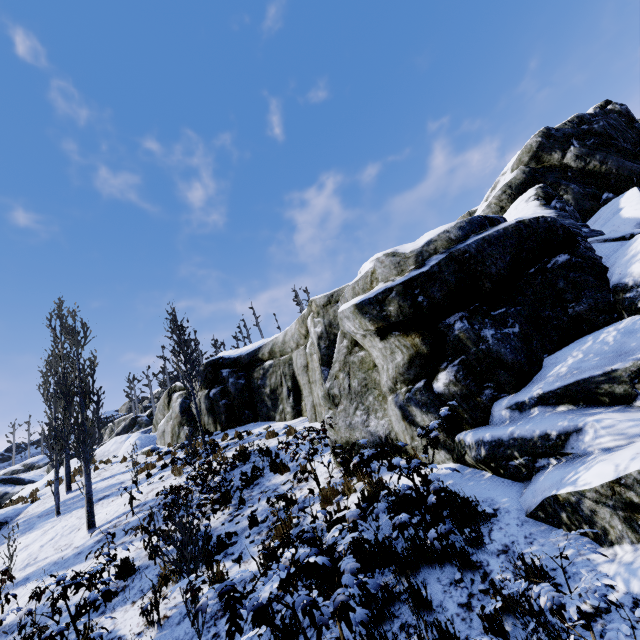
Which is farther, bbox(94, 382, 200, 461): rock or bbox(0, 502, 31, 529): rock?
bbox(94, 382, 200, 461): rock

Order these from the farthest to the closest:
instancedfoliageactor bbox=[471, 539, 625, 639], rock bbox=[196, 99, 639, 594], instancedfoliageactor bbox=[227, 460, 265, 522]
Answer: instancedfoliageactor bbox=[227, 460, 265, 522]
rock bbox=[196, 99, 639, 594]
instancedfoliageactor bbox=[471, 539, 625, 639]

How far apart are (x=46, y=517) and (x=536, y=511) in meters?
16.6 m

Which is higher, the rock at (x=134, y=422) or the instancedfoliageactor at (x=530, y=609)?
the rock at (x=134, y=422)

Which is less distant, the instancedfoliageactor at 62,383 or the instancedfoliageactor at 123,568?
the instancedfoliageactor at 123,568

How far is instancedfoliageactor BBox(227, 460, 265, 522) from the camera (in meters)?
7.90

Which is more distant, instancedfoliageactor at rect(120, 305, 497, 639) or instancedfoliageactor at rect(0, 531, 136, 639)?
instancedfoliageactor at rect(0, 531, 136, 639)

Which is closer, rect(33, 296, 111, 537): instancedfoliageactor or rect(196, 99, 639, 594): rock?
rect(196, 99, 639, 594): rock
